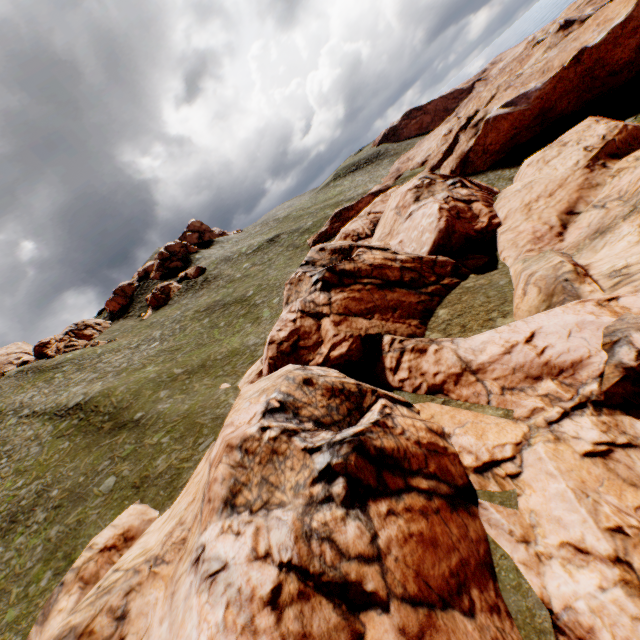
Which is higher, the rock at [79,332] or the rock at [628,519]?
the rock at [79,332]

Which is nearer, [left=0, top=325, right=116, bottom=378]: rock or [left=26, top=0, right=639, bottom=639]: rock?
[left=26, top=0, right=639, bottom=639]: rock

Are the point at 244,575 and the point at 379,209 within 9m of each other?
no

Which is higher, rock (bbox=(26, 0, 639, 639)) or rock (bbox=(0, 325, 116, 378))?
rock (bbox=(0, 325, 116, 378))

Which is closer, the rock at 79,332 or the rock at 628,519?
the rock at 628,519
